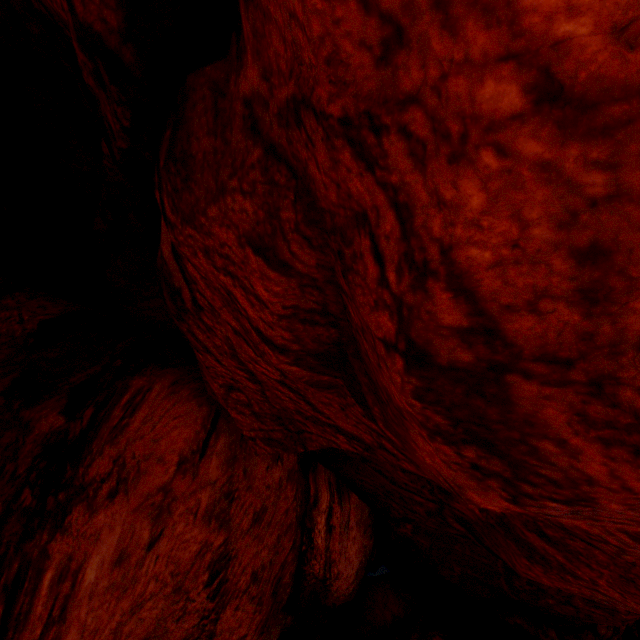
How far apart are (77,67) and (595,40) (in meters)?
6.19
